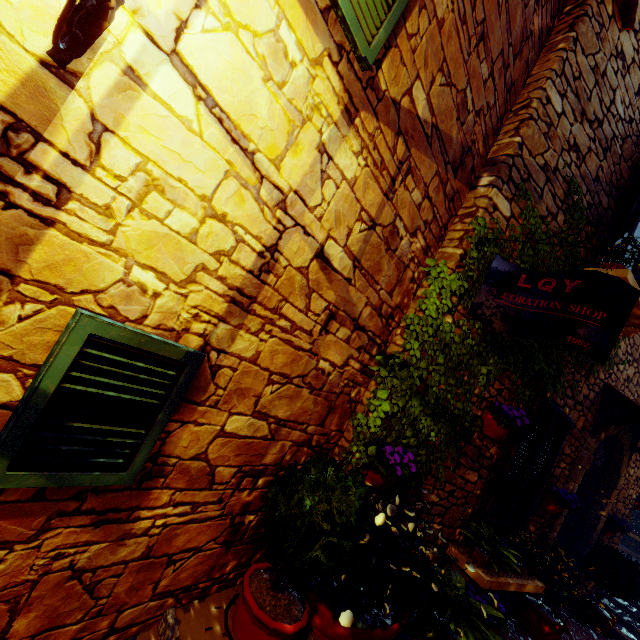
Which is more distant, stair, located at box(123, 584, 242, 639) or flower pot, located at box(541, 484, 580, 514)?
flower pot, located at box(541, 484, 580, 514)

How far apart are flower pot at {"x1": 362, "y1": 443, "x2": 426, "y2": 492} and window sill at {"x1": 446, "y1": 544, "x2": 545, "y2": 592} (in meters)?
1.45

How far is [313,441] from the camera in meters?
2.7

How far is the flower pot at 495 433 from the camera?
3.4 meters

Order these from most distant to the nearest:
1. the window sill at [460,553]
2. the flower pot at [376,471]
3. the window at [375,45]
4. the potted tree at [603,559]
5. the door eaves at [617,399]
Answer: the potted tree at [603,559]
the door eaves at [617,399]
the window sill at [460,553]
the flower pot at [376,471]
the window at [375,45]

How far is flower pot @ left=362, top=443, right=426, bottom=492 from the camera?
2.63m

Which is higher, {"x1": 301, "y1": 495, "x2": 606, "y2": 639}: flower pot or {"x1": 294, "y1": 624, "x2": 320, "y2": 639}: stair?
{"x1": 301, "y1": 495, "x2": 606, "y2": 639}: flower pot

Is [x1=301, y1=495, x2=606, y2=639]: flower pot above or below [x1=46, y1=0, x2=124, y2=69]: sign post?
below
